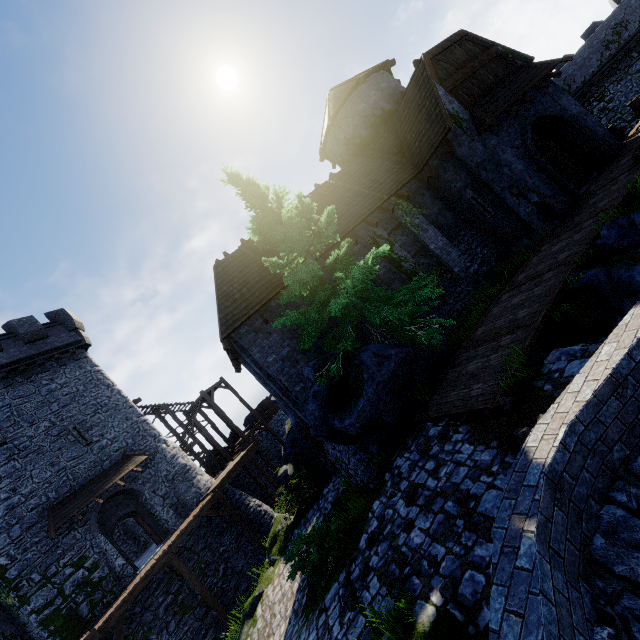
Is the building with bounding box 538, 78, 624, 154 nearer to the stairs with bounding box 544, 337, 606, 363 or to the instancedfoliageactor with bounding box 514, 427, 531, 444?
the stairs with bounding box 544, 337, 606, 363

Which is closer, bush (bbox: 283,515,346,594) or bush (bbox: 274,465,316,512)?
bush (bbox: 283,515,346,594)

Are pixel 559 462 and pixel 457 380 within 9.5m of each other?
yes

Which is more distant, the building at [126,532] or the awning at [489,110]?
the building at [126,532]

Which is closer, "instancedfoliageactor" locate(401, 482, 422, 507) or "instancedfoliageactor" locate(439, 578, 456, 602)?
"instancedfoliageactor" locate(439, 578, 456, 602)

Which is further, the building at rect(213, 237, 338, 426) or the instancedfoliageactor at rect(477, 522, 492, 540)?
the building at rect(213, 237, 338, 426)

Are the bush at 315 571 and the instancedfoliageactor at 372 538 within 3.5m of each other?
yes

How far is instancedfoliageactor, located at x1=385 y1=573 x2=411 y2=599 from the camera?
4.4 meters
